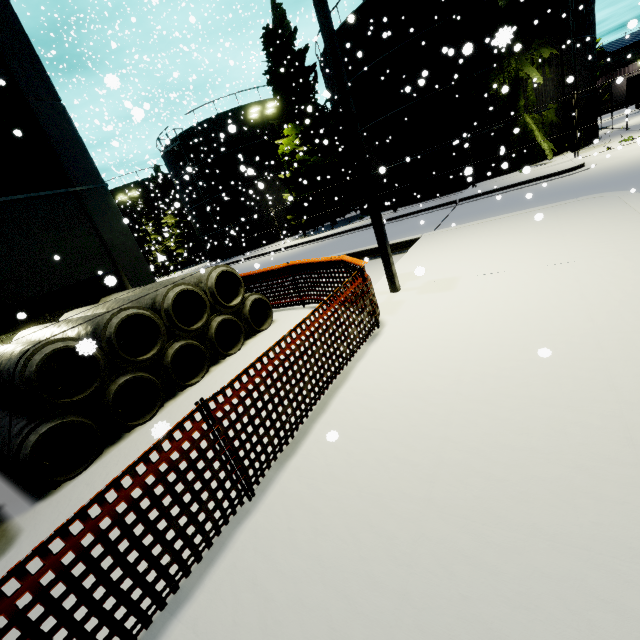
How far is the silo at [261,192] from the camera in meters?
29.2 m

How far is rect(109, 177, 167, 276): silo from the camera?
41.3m

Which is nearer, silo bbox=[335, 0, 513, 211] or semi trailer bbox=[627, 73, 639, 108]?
silo bbox=[335, 0, 513, 211]

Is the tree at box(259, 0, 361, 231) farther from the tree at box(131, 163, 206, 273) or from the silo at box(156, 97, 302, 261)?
the tree at box(131, 163, 206, 273)

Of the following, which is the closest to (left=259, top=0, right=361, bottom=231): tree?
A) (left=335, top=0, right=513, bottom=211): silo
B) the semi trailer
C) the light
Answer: (left=335, top=0, right=513, bottom=211): silo

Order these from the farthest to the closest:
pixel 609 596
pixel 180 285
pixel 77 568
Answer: pixel 180 285
pixel 77 568
pixel 609 596

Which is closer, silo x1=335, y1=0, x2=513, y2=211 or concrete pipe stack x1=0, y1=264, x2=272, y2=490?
concrete pipe stack x1=0, y1=264, x2=272, y2=490

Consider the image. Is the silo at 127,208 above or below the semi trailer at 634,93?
above
